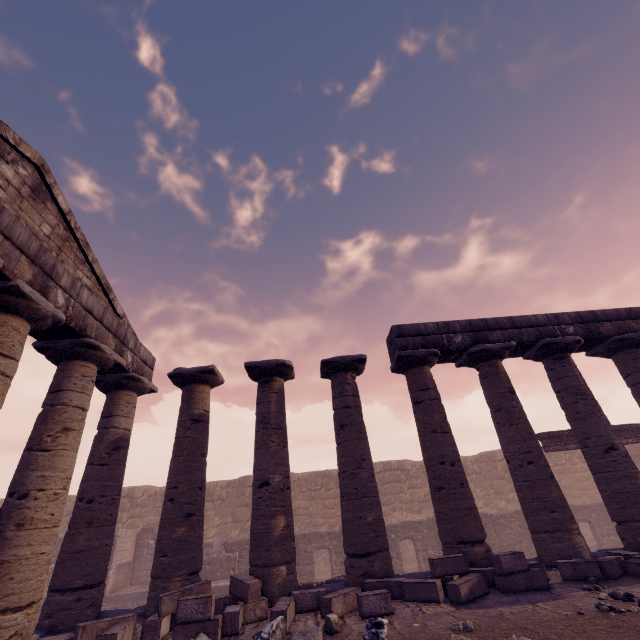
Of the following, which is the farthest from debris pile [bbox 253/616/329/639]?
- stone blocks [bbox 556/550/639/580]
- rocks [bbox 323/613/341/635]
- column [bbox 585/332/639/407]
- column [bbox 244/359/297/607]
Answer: column [bbox 585/332/639/407]

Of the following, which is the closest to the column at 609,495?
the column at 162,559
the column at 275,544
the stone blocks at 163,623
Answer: the column at 275,544

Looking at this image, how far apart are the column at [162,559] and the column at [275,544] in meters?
0.8

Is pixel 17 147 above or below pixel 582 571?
above

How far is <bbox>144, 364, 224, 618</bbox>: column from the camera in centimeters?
697cm

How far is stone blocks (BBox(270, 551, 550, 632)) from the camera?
5.4m

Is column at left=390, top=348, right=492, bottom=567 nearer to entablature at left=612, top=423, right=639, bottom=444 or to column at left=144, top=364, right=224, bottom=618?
column at left=144, top=364, right=224, bottom=618

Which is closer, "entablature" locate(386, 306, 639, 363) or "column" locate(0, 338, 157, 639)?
"column" locate(0, 338, 157, 639)
